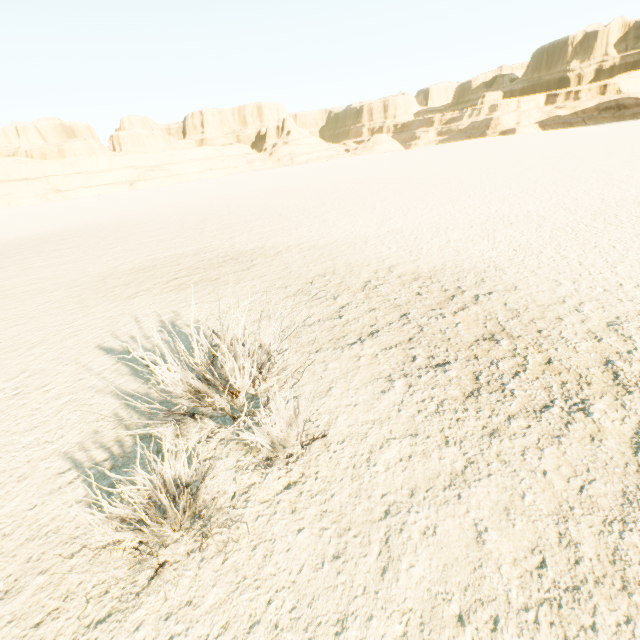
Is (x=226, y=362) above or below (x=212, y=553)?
above
